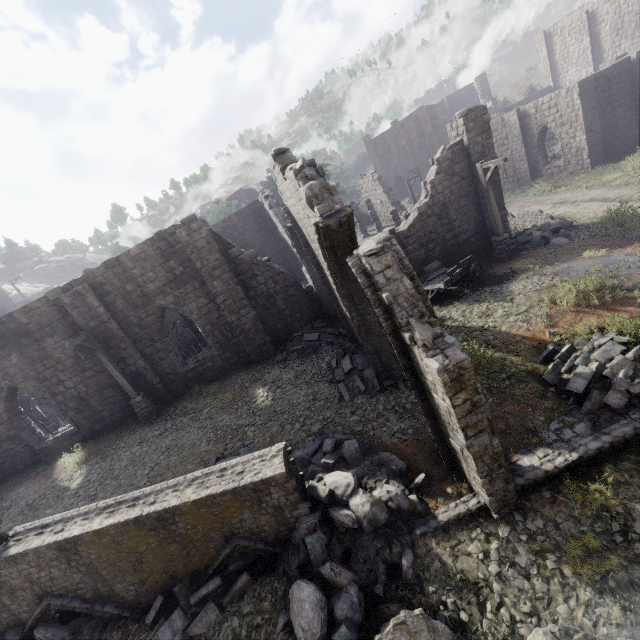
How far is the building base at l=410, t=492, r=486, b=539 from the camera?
6.6m

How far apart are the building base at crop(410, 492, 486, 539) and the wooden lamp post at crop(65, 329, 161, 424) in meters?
11.9 m

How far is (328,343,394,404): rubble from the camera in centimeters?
1042cm

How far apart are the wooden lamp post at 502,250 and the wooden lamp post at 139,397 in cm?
1749

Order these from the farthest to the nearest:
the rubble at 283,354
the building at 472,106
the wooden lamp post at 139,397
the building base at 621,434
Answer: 1. the building at 472,106
2. the rubble at 283,354
3. the wooden lamp post at 139,397
4. the building base at 621,434

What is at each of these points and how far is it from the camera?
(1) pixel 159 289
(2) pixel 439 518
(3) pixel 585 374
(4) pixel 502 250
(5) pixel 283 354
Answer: (1) building, 14.5 meters
(2) building base, 6.8 meters
(3) rubble, 7.8 meters
(4) wooden lamp post, 15.5 meters
(5) rubble, 15.3 meters

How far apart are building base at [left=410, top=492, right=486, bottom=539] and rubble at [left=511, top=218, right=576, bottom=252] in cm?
1318

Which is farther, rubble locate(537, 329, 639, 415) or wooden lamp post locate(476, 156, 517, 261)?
wooden lamp post locate(476, 156, 517, 261)
